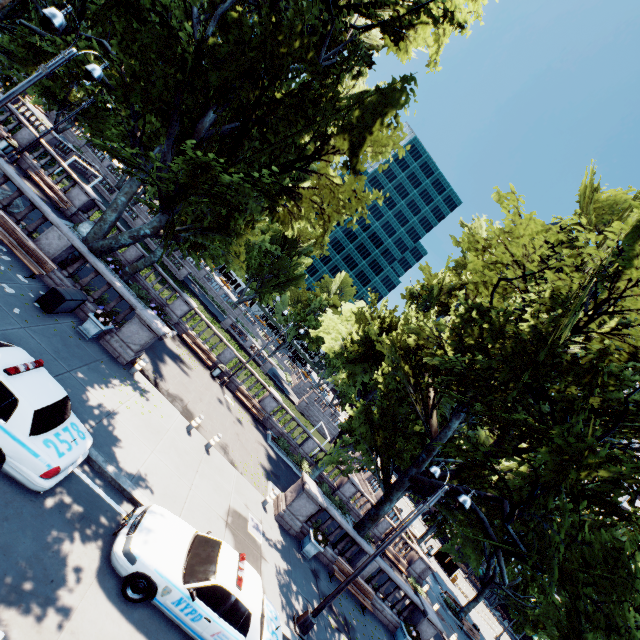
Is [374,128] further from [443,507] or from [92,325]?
[443,507]

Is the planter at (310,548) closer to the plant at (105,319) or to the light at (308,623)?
the light at (308,623)

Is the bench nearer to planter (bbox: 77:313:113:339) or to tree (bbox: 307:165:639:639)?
tree (bbox: 307:165:639:639)

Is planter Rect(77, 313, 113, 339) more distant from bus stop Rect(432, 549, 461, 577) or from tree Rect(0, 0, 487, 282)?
bus stop Rect(432, 549, 461, 577)

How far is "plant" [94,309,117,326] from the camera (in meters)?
12.73

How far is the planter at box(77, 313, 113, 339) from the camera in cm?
1277

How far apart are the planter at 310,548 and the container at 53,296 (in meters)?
14.48

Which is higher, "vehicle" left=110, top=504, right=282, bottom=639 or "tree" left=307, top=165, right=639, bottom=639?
"tree" left=307, top=165, right=639, bottom=639
